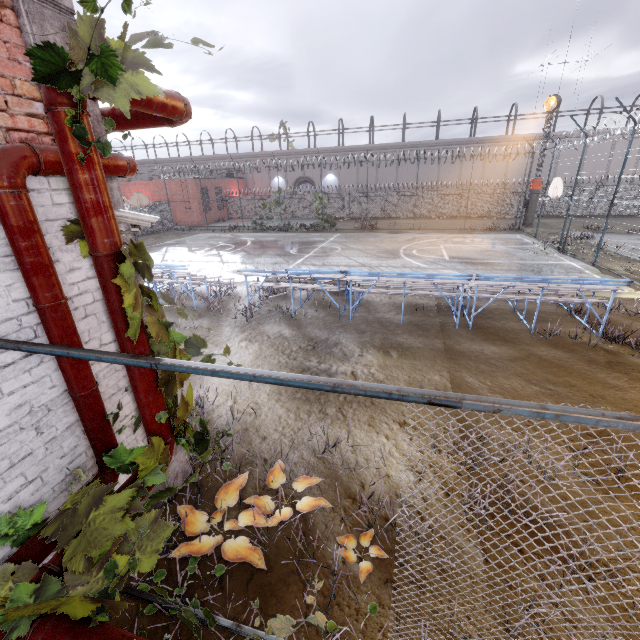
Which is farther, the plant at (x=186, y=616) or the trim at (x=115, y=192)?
the trim at (x=115, y=192)

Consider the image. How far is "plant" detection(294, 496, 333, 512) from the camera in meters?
3.9

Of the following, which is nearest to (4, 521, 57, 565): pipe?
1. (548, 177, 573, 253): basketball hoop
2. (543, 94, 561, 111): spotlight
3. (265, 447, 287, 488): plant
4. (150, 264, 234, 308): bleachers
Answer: (265, 447, 287, 488): plant

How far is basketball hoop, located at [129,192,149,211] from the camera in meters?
21.7

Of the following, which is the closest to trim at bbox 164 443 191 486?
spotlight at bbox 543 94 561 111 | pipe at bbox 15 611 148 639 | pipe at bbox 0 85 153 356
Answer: pipe at bbox 0 85 153 356

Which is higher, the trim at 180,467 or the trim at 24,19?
the trim at 24,19

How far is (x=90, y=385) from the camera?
2.7 meters

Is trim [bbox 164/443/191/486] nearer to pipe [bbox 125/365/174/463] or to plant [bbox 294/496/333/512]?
pipe [bbox 125/365/174/463]
